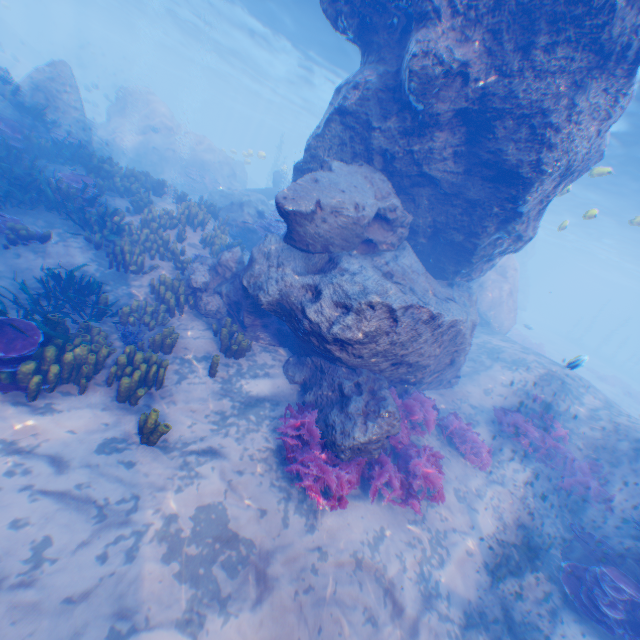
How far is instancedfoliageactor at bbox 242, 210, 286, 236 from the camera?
12.5 meters

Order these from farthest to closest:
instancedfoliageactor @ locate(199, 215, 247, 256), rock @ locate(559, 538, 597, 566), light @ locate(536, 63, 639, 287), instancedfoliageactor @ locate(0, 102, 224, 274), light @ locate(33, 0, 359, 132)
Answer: light @ locate(33, 0, 359, 132), light @ locate(536, 63, 639, 287), instancedfoliageactor @ locate(199, 215, 247, 256), instancedfoliageactor @ locate(0, 102, 224, 274), rock @ locate(559, 538, 597, 566)

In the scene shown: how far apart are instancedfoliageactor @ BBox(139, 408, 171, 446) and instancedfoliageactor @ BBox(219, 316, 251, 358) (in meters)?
2.62

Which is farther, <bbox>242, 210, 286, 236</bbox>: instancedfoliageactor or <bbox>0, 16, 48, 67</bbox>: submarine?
<bbox>0, 16, 48, 67</bbox>: submarine

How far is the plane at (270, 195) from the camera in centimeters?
2168cm

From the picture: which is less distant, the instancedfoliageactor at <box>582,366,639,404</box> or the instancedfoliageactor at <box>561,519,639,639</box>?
the instancedfoliageactor at <box>561,519,639,639</box>

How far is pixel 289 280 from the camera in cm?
703

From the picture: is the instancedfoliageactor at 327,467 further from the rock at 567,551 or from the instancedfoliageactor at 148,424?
the instancedfoliageactor at 148,424
